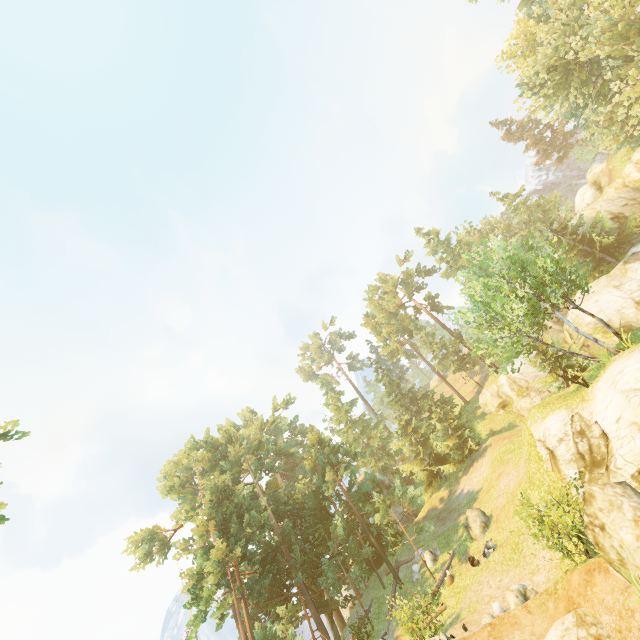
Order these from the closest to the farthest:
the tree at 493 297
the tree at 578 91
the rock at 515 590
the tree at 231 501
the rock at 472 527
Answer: the rock at 515 590 < the tree at 493 297 < the rock at 472 527 < the tree at 578 91 < the tree at 231 501

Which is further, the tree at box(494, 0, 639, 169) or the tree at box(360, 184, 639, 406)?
the tree at box(494, 0, 639, 169)

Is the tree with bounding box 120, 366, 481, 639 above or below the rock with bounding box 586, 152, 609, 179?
below

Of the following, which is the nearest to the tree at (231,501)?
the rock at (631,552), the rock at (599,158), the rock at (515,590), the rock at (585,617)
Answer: the rock at (599,158)

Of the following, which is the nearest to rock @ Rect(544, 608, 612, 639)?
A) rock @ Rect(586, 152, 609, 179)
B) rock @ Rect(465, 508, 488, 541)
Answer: rock @ Rect(465, 508, 488, 541)

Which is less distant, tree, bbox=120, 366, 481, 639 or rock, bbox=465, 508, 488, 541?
rock, bbox=465, 508, 488, 541

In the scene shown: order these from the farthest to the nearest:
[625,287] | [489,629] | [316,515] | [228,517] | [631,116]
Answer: [631,116]
[316,515]
[625,287]
[228,517]
[489,629]

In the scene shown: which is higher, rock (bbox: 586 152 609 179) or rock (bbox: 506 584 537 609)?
rock (bbox: 586 152 609 179)
